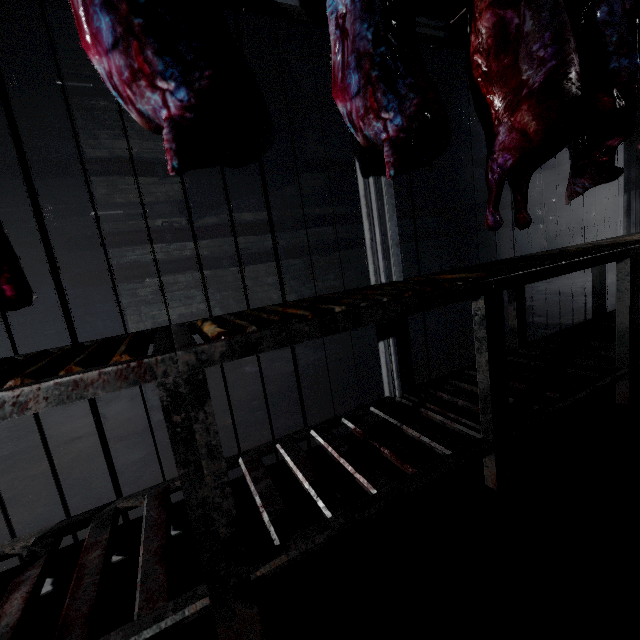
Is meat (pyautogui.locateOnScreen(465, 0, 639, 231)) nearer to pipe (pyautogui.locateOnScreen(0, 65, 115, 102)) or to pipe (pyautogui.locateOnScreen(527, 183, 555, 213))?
pipe (pyautogui.locateOnScreen(0, 65, 115, 102))

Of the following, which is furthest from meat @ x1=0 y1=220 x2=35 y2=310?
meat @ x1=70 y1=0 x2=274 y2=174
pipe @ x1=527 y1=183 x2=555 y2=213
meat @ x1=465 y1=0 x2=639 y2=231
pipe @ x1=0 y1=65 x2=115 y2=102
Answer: pipe @ x1=527 y1=183 x2=555 y2=213

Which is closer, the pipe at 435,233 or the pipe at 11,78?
the pipe at 11,78

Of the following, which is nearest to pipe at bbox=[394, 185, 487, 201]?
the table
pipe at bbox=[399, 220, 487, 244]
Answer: pipe at bbox=[399, 220, 487, 244]

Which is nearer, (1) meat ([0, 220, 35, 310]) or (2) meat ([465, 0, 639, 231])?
(1) meat ([0, 220, 35, 310])

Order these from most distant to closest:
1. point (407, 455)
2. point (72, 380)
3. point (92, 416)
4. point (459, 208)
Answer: point (459, 208) → point (92, 416) → point (407, 455) → point (72, 380)

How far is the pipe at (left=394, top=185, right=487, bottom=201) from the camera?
5.30m

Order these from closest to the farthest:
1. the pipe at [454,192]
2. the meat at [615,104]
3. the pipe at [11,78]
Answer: the meat at [615,104] → the pipe at [11,78] → the pipe at [454,192]
